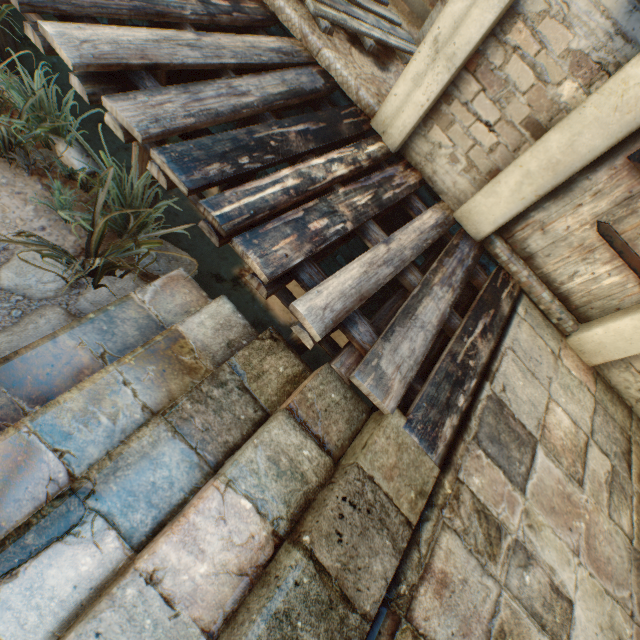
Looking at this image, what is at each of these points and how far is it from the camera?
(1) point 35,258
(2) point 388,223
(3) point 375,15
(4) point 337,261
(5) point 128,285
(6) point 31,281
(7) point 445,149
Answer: (1) ground stones, 2.1m
(2) building, 3.2m
(3) pallet, 3.6m
(4) building, 3.9m
(5) ground stones, 2.3m
(6) ground stones, 2.1m
(7) building, 2.7m

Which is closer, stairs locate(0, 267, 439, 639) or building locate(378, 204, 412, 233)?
stairs locate(0, 267, 439, 639)

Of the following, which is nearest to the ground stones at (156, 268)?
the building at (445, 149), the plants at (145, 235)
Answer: the plants at (145, 235)

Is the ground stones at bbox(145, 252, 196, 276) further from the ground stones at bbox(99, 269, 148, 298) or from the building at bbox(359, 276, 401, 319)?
the building at bbox(359, 276, 401, 319)

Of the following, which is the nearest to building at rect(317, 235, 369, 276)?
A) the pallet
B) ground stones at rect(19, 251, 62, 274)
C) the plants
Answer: the pallet

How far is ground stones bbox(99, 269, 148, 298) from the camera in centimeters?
225cm

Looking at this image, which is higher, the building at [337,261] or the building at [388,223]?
the building at [388,223]

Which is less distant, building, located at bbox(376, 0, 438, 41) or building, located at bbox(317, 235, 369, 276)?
building, located at bbox(317, 235, 369, 276)
